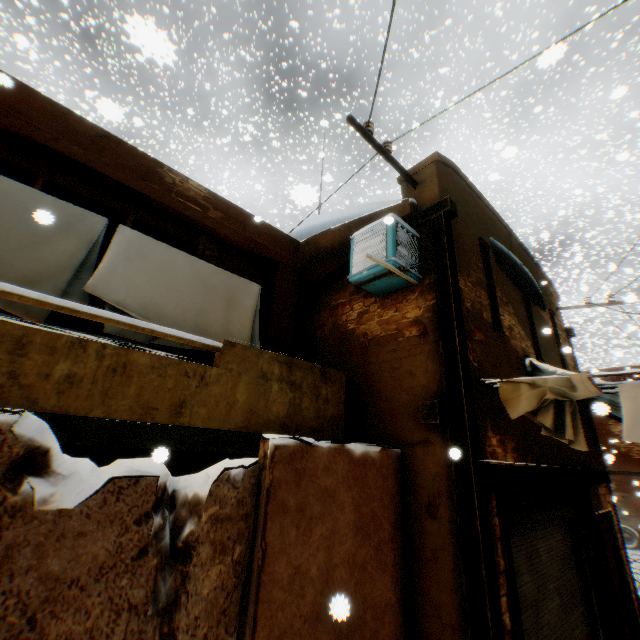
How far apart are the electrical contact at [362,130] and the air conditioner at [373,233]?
0.97m

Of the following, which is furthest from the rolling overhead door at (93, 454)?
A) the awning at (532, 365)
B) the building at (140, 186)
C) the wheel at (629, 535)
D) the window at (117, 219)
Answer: the wheel at (629, 535)

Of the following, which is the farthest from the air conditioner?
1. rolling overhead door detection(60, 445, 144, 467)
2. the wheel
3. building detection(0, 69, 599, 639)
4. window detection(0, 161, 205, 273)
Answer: the wheel

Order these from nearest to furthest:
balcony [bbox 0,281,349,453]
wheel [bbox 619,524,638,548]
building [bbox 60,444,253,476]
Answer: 1. balcony [bbox 0,281,349,453]
2. building [bbox 60,444,253,476]
3. wheel [bbox 619,524,638,548]

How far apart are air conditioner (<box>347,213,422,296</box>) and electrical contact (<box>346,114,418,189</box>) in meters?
1.0

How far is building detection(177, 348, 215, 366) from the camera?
4.7m

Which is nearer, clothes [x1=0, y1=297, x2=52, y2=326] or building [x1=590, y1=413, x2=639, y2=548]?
clothes [x1=0, y1=297, x2=52, y2=326]

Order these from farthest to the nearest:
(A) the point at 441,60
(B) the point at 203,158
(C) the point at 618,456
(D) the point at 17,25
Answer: (B) the point at 203,158
(A) the point at 441,60
(C) the point at 618,456
(D) the point at 17,25
